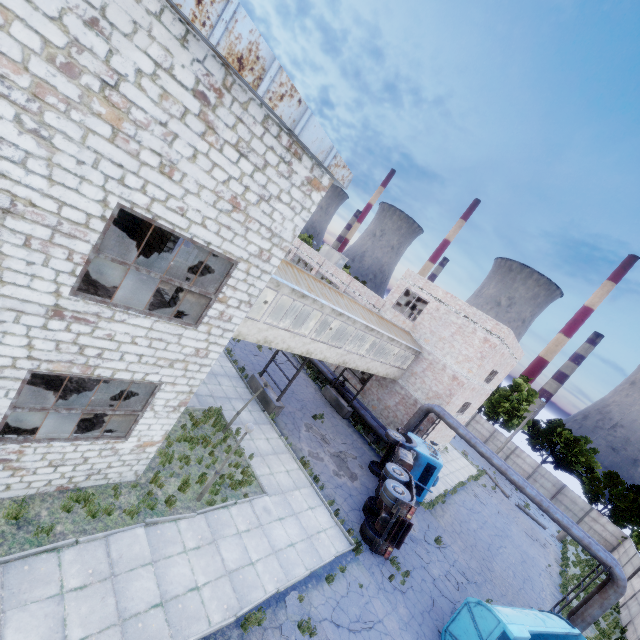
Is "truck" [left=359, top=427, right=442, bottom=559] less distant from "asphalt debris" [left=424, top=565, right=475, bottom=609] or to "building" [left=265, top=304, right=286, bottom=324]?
"asphalt debris" [left=424, top=565, right=475, bottom=609]

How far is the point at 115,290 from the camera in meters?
9.9

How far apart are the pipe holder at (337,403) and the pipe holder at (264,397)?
7.1m

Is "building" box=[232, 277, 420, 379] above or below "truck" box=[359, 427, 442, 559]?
above

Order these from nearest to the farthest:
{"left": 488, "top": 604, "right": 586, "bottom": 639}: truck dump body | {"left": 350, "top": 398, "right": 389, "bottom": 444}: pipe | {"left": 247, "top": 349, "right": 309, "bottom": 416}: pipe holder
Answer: {"left": 488, "top": 604, "right": 586, "bottom": 639}: truck dump body → {"left": 247, "top": 349, "right": 309, "bottom": 416}: pipe holder → {"left": 350, "top": 398, "right": 389, "bottom": 444}: pipe

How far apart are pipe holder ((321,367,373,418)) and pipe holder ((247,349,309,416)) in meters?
7.1 m

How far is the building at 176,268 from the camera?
13.3m

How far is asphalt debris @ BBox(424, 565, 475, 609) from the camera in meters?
14.6
